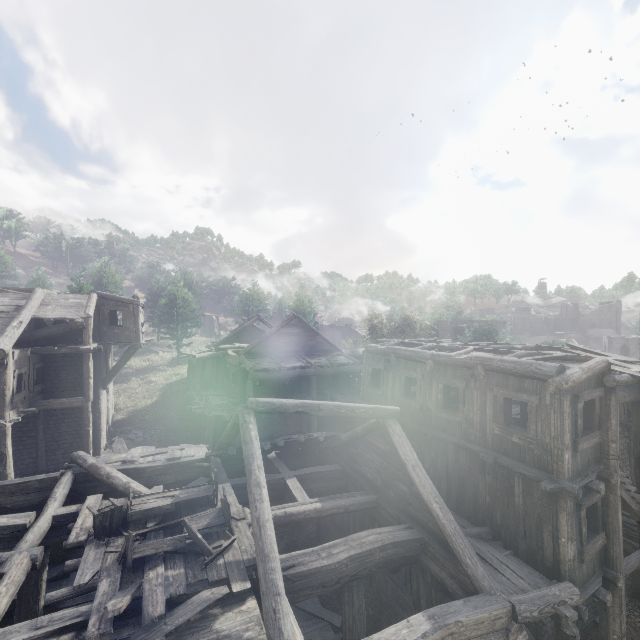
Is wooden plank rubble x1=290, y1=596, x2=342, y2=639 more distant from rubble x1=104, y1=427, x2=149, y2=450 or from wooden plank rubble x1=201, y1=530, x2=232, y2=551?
rubble x1=104, y1=427, x2=149, y2=450

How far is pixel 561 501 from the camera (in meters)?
8.27

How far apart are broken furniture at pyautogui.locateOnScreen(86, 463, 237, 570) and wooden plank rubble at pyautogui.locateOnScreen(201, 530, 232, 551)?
0.01m

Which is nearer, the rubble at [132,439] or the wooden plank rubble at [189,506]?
the wooden plank rubble at [189,506]

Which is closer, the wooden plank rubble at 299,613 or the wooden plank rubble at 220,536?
the wooden plank rubble at 220,536

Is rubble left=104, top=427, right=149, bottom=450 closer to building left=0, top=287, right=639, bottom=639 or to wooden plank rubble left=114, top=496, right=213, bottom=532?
building left=0, top=287, right=639, bottom=639

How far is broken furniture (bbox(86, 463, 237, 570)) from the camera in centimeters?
686cm

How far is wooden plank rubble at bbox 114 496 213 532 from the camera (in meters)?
8.05
